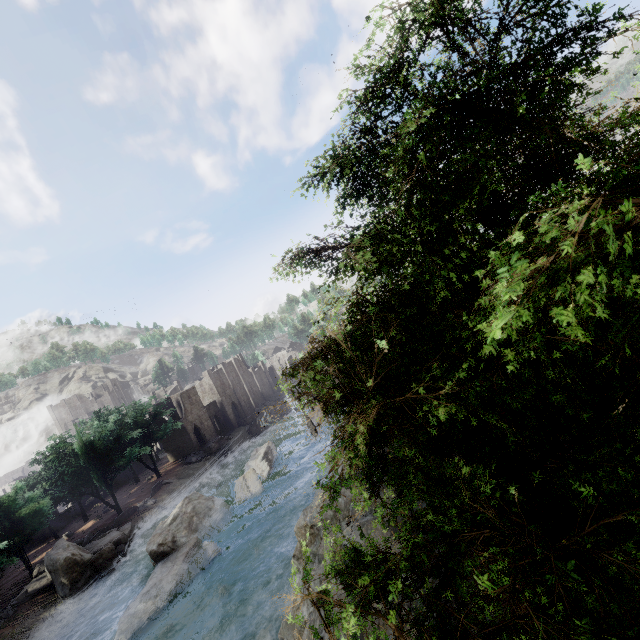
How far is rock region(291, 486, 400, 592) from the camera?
13.1m

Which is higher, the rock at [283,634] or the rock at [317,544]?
the rock at [317,544]

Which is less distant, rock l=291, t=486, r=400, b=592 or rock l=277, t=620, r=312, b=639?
rock l=277, t=620, r=312, b=639

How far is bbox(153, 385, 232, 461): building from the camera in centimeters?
5269cm

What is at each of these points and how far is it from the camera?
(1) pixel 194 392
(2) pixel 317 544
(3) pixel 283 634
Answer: (1) building, 57.3 meters
(2) rock, 15.7 meters
(3) rock, 13.7 meters

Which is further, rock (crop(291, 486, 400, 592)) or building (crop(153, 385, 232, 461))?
building (crop(153, 385, 232, 461))

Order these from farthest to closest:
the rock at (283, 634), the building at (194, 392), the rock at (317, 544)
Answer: the building at (194, 392), the rock at (317, 544), the rock at (283, 634)
